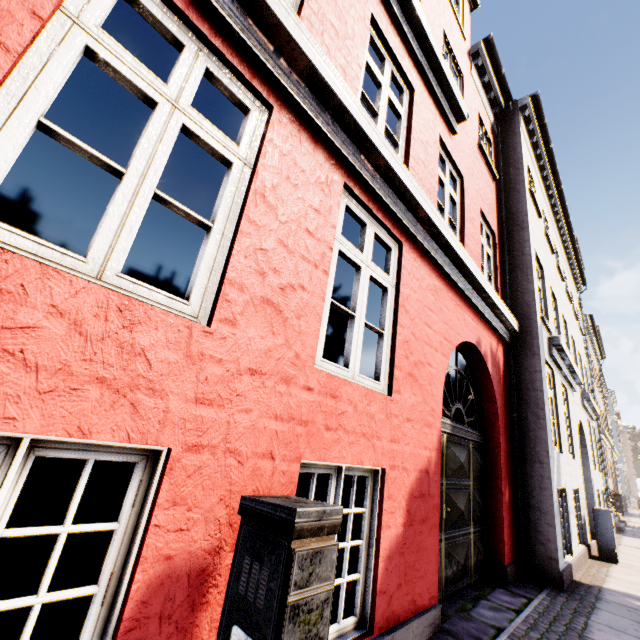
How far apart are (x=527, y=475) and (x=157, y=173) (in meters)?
7.03

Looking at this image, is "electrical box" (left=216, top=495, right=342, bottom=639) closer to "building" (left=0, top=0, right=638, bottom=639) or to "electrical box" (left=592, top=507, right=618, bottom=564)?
"building" (left=0, top=0, right=638, bottom=639)

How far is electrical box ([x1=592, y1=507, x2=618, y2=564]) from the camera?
7.2 meters

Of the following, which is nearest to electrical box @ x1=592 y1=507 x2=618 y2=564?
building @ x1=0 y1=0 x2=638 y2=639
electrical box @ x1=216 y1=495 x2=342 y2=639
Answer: building @ x1=0 y1=0 x2=638 y2=639

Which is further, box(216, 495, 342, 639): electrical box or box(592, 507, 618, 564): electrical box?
box(592, 507, 618, 564): electrical box

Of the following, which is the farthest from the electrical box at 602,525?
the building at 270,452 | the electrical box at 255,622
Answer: the electrical box at 255,622

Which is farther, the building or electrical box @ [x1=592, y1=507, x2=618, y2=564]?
electrical box @ [x1=592, y1=507, x2=618, y2=564]

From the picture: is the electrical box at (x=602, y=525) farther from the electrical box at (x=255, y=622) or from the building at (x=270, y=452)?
the electrical box at (x=255, y=622)
